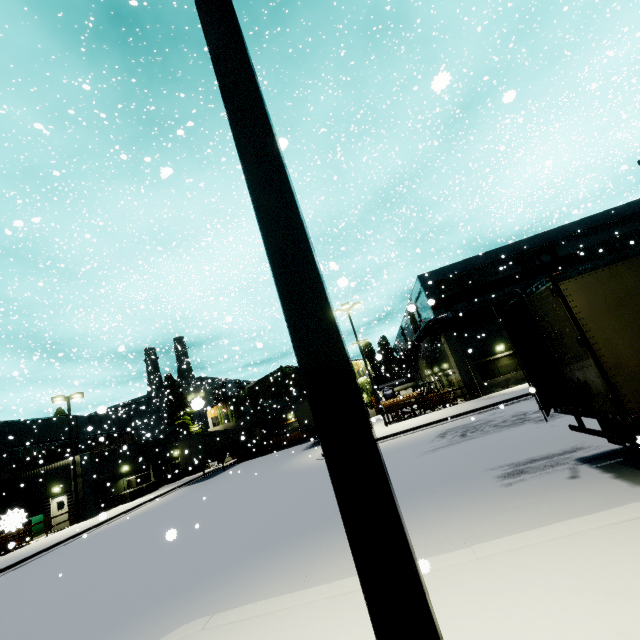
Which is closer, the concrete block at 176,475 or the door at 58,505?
the door at 58,505

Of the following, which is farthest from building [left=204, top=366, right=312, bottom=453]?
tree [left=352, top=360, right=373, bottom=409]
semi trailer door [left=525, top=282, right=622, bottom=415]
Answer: semi trailer door [left=525, top=282, right=622, bottom=415]

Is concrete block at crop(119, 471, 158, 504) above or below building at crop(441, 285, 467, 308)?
below

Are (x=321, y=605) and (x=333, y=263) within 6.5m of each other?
yes

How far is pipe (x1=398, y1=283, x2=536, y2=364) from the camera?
25.2 meters

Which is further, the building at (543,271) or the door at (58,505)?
the building at (543,271)

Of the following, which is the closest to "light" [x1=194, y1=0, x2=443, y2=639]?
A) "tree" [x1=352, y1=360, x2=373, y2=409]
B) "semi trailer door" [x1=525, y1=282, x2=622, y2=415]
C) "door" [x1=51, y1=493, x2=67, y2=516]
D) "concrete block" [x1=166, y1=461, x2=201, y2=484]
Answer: "semi trailer door" [x1=525, y1=282, x2=622, y2=415]

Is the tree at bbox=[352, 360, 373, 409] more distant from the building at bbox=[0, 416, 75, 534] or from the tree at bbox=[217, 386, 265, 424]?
the tree at bbox=[217, 386, 265, 424]
